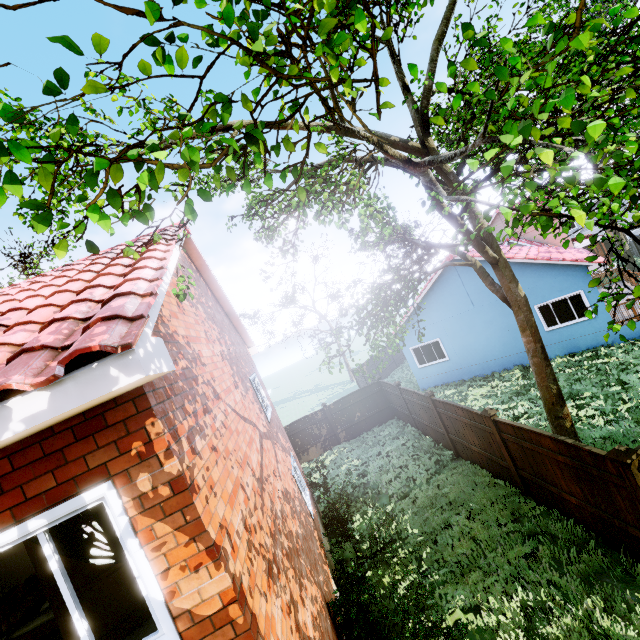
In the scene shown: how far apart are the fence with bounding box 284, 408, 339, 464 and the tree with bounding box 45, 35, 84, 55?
17.1m

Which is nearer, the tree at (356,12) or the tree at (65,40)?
the tree at (65,40)

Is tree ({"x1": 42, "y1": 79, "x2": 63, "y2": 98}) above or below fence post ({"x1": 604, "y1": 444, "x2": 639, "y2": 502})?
above

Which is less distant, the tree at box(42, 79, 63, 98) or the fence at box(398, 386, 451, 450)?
the tree at box(42, 79, 63, 98)

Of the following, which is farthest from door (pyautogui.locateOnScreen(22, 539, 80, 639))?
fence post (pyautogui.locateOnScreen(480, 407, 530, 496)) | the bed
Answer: fence post (pyautogui.locateOnScreen(480, 407, 530, 496))

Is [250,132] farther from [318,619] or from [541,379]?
[541,379]

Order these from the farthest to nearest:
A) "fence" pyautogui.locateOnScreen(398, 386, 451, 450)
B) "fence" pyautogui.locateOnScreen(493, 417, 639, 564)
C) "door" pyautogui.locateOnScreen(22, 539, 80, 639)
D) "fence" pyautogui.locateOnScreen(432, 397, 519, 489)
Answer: "fence" pyautogui.locateOnScreen(398, 386, 451, 450)
"fence" pyautogui.locateOnScreen(432, 397, 519, 489)
"fence" pyautogui.locateOnScreen(493, 417, 639, 564)
"door" pyautogui.locateOnScreen(22, 539, 80, 639)

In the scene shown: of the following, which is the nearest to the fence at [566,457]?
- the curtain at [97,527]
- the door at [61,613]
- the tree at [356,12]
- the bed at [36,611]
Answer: the tree at [356,12]
